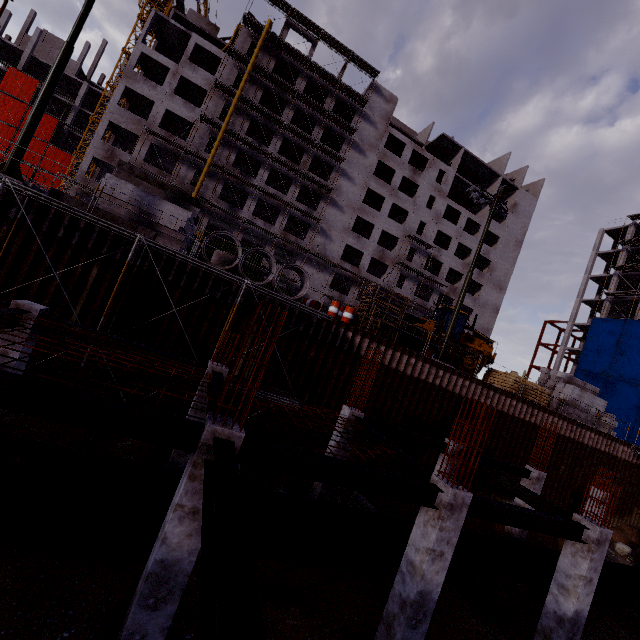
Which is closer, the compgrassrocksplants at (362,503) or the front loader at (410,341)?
the compgrassrocksplants at (362,503)

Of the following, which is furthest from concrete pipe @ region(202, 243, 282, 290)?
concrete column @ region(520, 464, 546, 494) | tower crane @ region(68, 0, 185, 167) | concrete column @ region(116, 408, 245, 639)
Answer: tower crane @ region(68, 0, 185, 167)

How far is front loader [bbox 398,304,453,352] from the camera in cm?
2108

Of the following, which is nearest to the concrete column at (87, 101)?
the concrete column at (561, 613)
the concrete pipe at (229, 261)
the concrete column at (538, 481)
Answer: the concrete pipe at (229, 261)

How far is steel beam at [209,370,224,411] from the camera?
7.0m

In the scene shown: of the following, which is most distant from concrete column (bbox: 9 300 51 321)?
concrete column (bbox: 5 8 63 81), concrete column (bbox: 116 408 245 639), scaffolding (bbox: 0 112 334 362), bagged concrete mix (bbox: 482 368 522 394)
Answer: concrete column (bbox: 5 8 63 81)

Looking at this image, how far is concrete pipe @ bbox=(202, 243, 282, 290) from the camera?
14.4 meters

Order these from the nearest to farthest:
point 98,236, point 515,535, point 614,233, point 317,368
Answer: point 98,236 < point 515,535 < point 317,368 < point 614,233
